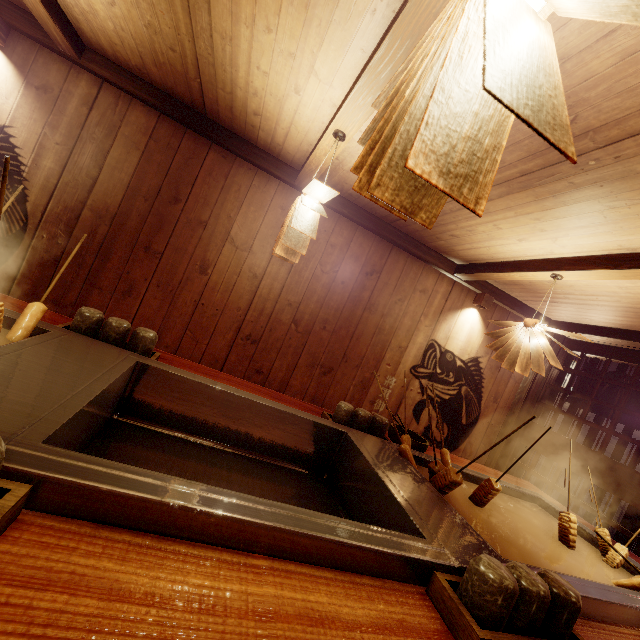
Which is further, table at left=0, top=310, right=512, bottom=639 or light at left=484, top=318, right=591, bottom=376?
light at left=484, top=318, right=591, bottom=376

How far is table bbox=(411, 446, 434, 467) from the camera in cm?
349

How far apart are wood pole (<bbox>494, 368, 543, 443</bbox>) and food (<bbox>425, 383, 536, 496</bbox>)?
5.3 meters

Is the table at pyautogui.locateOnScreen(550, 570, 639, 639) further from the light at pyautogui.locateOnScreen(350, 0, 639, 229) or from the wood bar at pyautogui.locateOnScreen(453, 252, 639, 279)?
the wood bar at pyautogui.locateOnScreen(453, 252, 639, 279)

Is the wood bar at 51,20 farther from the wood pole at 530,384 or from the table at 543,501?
the wood pole at 530,384

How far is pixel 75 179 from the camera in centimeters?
478cm

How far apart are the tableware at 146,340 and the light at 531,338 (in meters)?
4.44

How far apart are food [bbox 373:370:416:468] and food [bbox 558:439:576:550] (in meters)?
1.46
